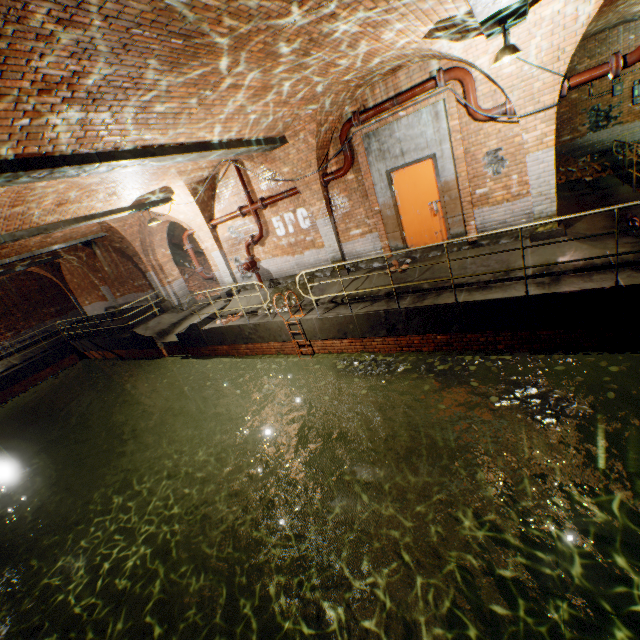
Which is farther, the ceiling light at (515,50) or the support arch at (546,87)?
the support arch at (546,87)

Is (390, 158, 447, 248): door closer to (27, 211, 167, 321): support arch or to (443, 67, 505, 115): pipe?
(443, 67, 505, 115): pipe

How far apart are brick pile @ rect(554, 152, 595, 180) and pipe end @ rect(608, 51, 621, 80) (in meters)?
8.53

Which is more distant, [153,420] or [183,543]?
[153,420]

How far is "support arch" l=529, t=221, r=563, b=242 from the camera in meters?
6.9 m

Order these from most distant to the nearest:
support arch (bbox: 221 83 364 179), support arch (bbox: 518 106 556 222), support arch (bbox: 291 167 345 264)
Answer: support arch (bbox: 291 167 345 264) < support arch (bbox: 221 83 364 179) < support arch (bbox: 518 106 556 222)

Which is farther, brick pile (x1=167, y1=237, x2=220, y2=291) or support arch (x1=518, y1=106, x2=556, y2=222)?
brick pile (x1=167, y1=237, x2=220, y2=291)

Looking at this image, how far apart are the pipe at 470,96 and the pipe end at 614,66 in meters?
1.6 m
